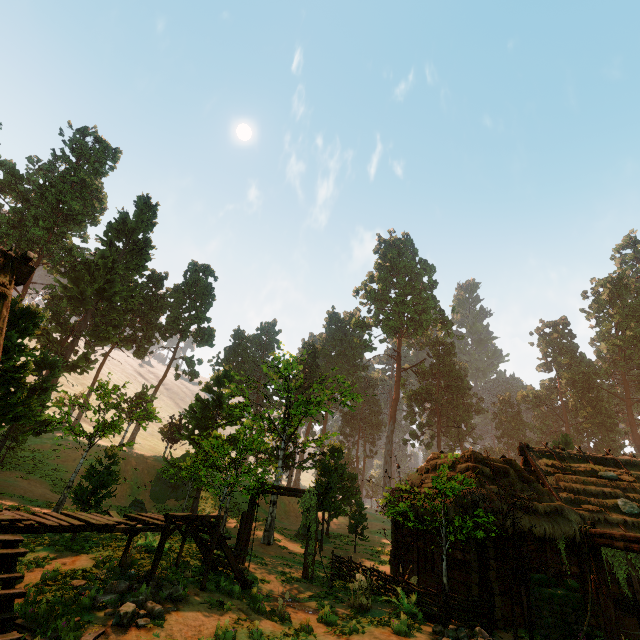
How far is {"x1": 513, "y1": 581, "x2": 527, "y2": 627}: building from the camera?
12.3 meters

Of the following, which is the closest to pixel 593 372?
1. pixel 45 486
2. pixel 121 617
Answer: pixel 121 617

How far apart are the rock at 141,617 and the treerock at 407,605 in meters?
7.0 m

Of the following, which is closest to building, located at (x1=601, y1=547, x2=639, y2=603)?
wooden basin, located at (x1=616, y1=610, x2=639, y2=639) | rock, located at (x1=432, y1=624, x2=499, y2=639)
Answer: wooden basin, located at (x1=616, y1=610, x2=639, y2=639)

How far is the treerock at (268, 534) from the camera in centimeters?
2130cm

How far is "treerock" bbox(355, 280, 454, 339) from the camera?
52.9 meters

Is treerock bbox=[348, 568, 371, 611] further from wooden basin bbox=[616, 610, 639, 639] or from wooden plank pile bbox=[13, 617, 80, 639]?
wooden plank pile bbox=[13, 617, 80, 639]
